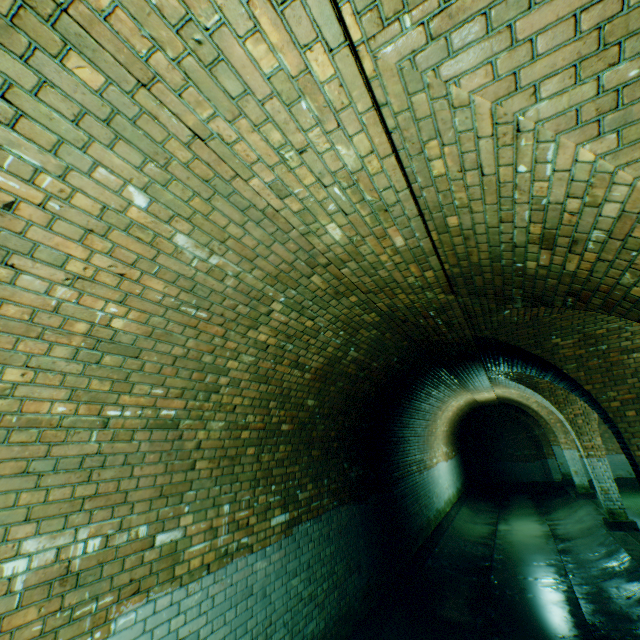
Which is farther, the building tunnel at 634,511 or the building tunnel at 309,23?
the building tunnel at 634,511

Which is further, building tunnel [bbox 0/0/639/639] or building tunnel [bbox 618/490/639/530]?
building tunnel [bbox 618/490/639/530]

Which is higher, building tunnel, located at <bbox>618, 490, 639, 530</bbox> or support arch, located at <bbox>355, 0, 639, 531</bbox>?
support arch, located at <bbox>355, 0, 639, 531</bbox>

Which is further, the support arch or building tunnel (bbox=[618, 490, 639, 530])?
building tunnel (bbox=[618, 490, 639, 530])

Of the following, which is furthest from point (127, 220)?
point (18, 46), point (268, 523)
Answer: point (268, 523)

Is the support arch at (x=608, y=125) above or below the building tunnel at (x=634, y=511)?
above
